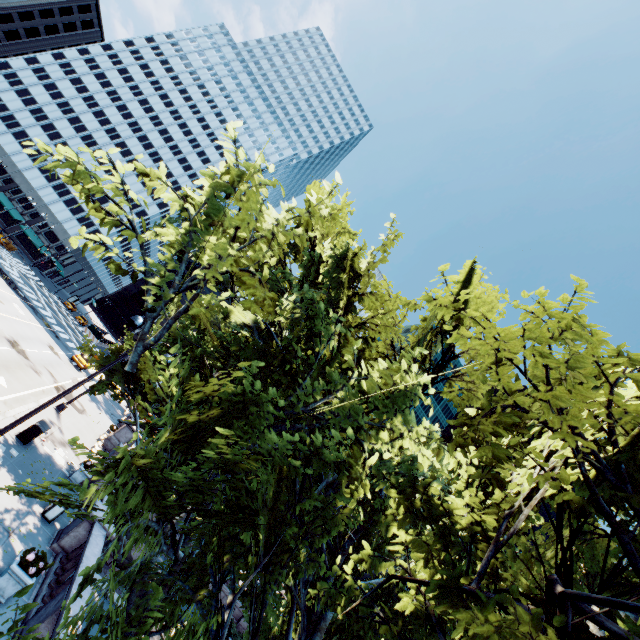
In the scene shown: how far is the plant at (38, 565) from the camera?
9.0m

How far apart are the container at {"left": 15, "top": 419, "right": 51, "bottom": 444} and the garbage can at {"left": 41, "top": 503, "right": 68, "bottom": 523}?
3.9m

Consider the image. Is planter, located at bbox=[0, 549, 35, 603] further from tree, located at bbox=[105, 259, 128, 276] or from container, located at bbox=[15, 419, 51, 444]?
container, located at bbox=[15, 419, 51, 444]

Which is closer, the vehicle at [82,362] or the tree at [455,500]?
the tree at [455,500]

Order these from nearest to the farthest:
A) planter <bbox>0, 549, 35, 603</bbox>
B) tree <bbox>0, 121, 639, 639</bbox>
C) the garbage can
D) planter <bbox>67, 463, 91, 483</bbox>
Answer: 1. tree <bbox>0, 121, 639, 639</bbox>
2. planter <bbox>0, 549, 35, 603</bbox>
3. the garbage can
4. planter <bbox>67, 463, 91, 483</bbox>

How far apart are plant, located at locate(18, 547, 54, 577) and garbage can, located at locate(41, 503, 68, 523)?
4.35m

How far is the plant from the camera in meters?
9.0 m

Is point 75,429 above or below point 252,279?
below
